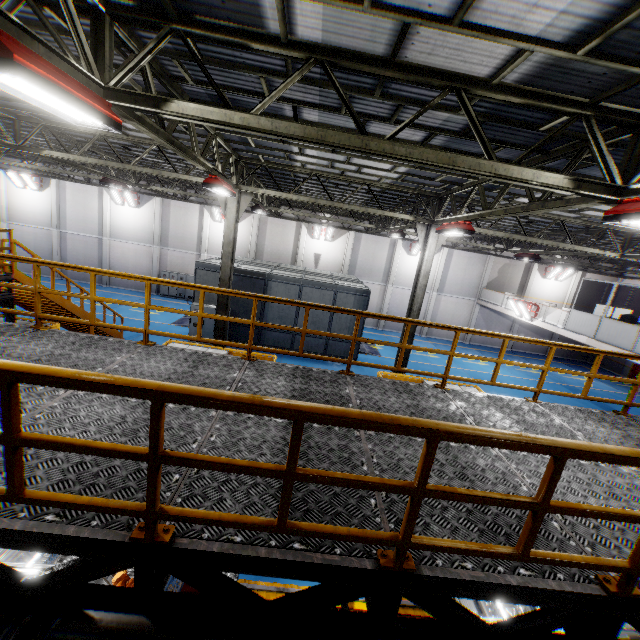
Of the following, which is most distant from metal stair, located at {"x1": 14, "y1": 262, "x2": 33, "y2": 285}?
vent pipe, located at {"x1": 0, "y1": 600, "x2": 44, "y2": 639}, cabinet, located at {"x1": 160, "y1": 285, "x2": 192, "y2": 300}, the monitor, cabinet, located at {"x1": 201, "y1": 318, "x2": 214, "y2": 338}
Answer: the monitor

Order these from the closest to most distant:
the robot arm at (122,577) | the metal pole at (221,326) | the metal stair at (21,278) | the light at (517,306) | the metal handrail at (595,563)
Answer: the metal handrail at (595,563) < the robot arm at (122,577) < the metal stair at (21,278) < the metal pole at (221,326) < the light at (517,306)

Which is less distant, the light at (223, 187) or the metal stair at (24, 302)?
the light at (223, 187)

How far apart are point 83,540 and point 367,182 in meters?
12.0

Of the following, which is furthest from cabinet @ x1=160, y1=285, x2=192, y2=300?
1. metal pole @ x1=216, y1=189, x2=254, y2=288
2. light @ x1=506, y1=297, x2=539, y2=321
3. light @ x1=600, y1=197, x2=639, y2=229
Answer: light @ x1=600, y1=197, x2=639, y2=229

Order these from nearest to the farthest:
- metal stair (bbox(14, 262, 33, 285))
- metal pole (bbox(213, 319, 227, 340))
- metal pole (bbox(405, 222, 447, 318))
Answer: metal stair (bbox(14, 262, 33, 285)) → metal pole (bbox(405, 222, 447, 318)) → metal pole (bbox(213, 319, 227, 340))

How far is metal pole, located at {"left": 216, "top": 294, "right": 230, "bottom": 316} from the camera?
12.5m

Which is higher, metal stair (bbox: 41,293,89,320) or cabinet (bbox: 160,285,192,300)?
metal stair (bbox: 41,293,89,320)
